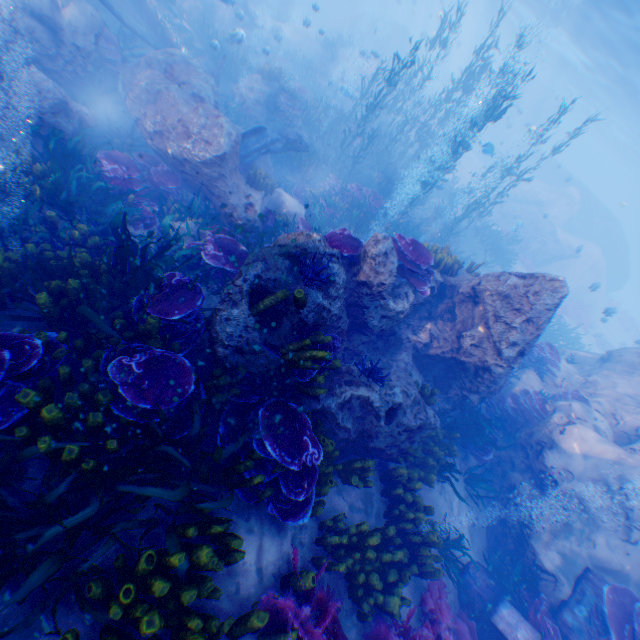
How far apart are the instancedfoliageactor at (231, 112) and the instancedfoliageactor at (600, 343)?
29.6 meters

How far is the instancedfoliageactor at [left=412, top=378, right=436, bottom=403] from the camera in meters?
7.5 m

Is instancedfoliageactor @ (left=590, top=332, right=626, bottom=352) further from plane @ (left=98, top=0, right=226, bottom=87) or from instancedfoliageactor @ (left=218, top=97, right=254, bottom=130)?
plane @ (left=98, top=0, right=226, bottom=87)

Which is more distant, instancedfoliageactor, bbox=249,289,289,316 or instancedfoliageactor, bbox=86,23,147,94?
instancedfoliageactor, bbox=86,23,147,94

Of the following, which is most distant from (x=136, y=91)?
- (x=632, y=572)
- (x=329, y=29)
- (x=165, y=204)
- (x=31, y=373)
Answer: (x=329, y=29)

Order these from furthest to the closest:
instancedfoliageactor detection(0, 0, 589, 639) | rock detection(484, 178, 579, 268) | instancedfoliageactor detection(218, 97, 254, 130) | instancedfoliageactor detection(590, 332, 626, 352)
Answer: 1. rock detection(484, 178, 579, 268)
2. instancedfoliageactor detection(590, 332, 626, 352)
3. instancedfoliageactor detection(218, 97, 254, 130)
4. instancedfoliageactor detection(0, 0, 589, 639)

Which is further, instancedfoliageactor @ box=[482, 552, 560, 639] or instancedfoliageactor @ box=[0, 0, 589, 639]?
instancedfoliageactor @ box=[482, 552, 560, 639]

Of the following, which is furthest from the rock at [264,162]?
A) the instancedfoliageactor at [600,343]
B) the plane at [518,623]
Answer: the instancedfoliageactor at [600,343]
